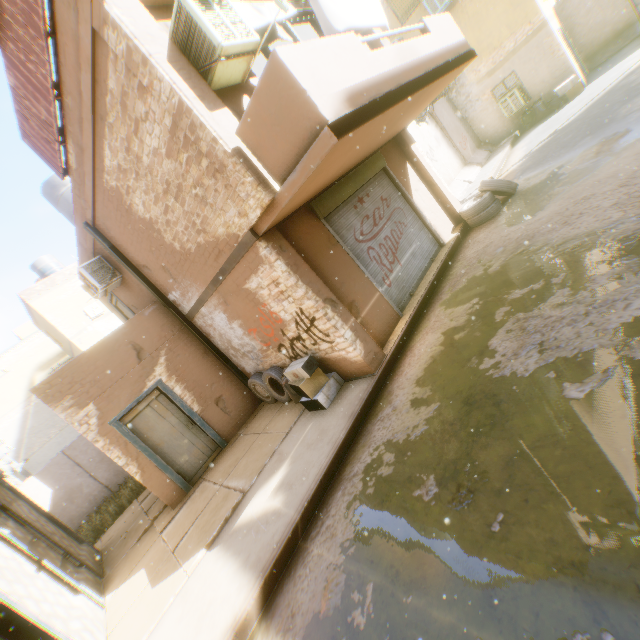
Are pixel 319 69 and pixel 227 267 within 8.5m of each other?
yes

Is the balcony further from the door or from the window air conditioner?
the window air conditioner

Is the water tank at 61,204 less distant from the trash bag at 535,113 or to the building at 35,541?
the building at 35,541

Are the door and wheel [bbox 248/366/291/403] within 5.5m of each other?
yes

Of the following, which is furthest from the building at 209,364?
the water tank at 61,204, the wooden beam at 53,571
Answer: the water tank at 61,204

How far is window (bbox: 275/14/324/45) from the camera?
6.62m

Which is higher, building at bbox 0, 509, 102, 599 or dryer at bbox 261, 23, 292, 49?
dryer at bbox 261, 23, 292, 49

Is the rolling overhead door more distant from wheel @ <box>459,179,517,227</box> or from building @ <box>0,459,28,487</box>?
wheel @ <box>459,179,517,227</box>
